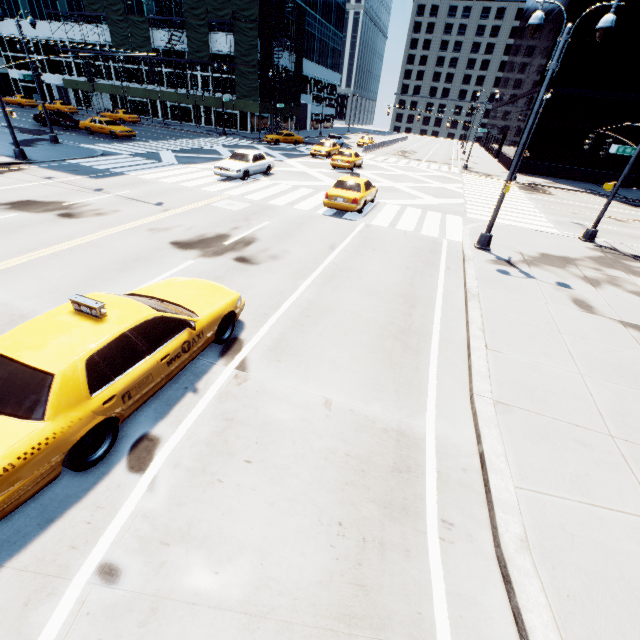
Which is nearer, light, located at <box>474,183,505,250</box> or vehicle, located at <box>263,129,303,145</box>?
light, located at <box>474,183,505,250</box>

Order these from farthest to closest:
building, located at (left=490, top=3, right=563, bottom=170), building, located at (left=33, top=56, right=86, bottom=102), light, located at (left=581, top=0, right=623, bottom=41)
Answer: building, located at (left=33, top=56, right=86, bottom=102) → building, located at (left=490, top=3, right=563, bottom=170) → light, located at (left=581, top=0, right=623, bottom=41)

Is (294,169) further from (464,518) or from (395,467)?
(464,518)

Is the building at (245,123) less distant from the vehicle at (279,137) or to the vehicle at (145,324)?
the vehicle at (279,137)

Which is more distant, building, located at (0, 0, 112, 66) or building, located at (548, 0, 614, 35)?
building, located at (0, 0, 112, 66)

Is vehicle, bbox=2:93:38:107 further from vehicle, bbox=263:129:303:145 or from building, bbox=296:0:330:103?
vehicle, bbox=263:129:303:145

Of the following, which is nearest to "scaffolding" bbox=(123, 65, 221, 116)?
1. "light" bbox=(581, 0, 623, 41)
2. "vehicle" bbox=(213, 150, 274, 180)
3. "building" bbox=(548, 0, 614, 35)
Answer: "vehicle" bbox=(213, 150, 274, 180)

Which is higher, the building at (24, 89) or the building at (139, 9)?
the building at (139, 9)
